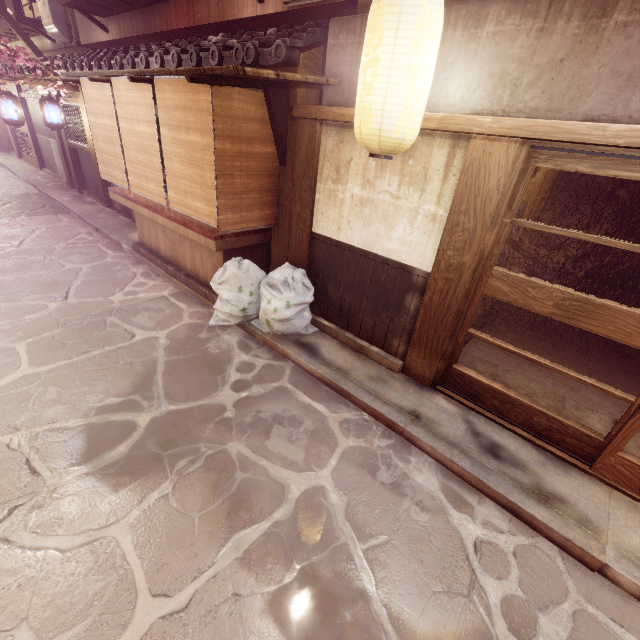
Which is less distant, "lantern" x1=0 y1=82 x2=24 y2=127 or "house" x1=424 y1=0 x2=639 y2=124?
"house" x1=424 y1=0 x2=639 y2=124

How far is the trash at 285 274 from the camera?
8.3m

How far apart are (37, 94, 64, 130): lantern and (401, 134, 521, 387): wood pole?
19.2m

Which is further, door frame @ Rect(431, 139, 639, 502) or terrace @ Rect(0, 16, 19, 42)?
terrace @ Rect(0, 16, 19, 42)

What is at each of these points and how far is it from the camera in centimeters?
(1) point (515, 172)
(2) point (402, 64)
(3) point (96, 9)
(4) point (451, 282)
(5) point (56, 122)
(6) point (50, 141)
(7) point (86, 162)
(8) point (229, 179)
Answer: (1) door frame, 525cm
(2) lantern, 438cm
(3) terrace, 1488cm
(4) wood pole, 646cm
(5) lantern, 1538cm
(6) foundation, 2267cm
(7) foundation, 1922cm
(8) blind, 757cm

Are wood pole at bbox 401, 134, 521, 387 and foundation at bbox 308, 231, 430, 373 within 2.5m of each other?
yes

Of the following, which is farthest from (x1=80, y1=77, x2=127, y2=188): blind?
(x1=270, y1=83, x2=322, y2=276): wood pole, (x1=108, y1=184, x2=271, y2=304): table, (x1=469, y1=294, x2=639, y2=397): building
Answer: (x1=469, y1=294, x2=639, y2=397): building

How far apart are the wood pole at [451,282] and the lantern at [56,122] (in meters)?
19.21
